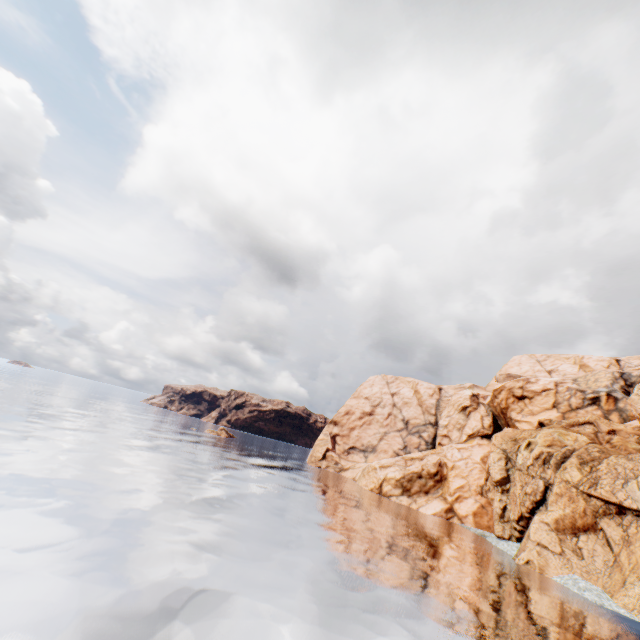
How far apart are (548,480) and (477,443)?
22.21m
